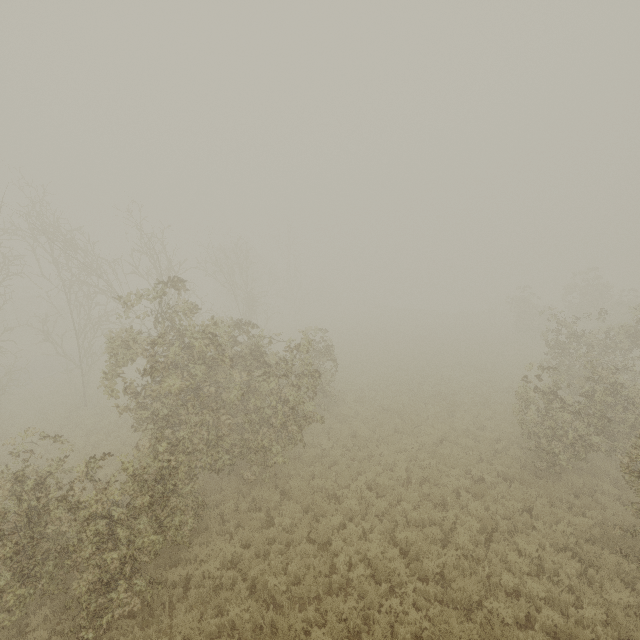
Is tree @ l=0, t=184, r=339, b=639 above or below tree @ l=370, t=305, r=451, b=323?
above

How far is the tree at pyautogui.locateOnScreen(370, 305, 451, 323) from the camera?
48.3m

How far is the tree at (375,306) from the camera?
48.31m

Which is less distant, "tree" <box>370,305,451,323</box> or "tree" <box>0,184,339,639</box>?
"tree" <box>0,184,339,639</box>

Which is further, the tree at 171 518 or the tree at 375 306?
the tree at 375 306

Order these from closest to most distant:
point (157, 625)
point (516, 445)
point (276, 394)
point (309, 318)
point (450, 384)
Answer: point (157, 625)
point (276, 394)
point (516, 445)
point (450, 384)
point (309, 318)
